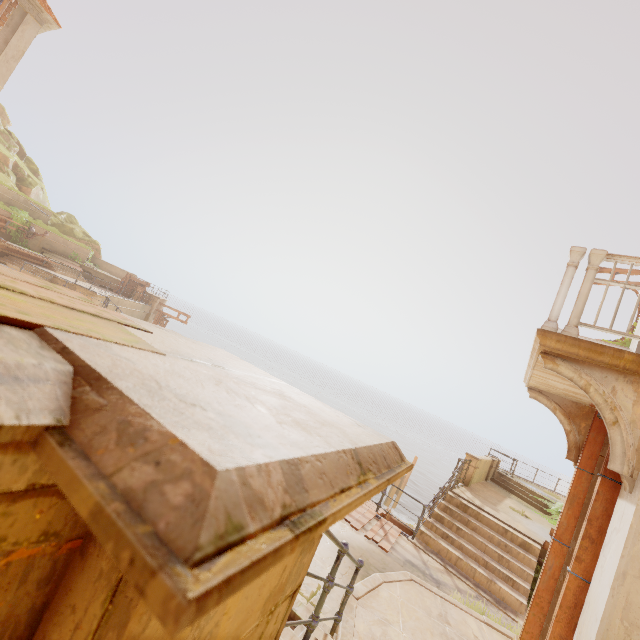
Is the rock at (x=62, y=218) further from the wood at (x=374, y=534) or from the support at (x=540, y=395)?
the support at (x=540, y=395)

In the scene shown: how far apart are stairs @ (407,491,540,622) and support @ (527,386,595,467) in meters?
4.2

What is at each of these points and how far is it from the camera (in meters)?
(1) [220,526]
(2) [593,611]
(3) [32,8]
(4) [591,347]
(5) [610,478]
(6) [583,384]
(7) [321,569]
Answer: (1) pillar, 0.27
(2) column, 2.92
(3) trim, 16.03
(4) balcony, 3.36
(5) wood, 3.52
(6) support, 3.47
(7) building, 5.69

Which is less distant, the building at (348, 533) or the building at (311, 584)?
the building at (311, 584)

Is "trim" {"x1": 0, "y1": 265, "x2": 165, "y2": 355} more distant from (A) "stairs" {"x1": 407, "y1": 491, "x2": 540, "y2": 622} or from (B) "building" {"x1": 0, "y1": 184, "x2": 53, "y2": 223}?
(A) "stairs" {"x1": 407, "y1": 491, "x2": 540, "y2": 622}

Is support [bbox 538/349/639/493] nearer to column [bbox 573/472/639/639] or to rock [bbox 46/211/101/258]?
column [bbox 573/472/639/639]

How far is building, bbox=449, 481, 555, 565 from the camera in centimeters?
966cm

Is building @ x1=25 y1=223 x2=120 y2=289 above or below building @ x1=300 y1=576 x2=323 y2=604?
above
